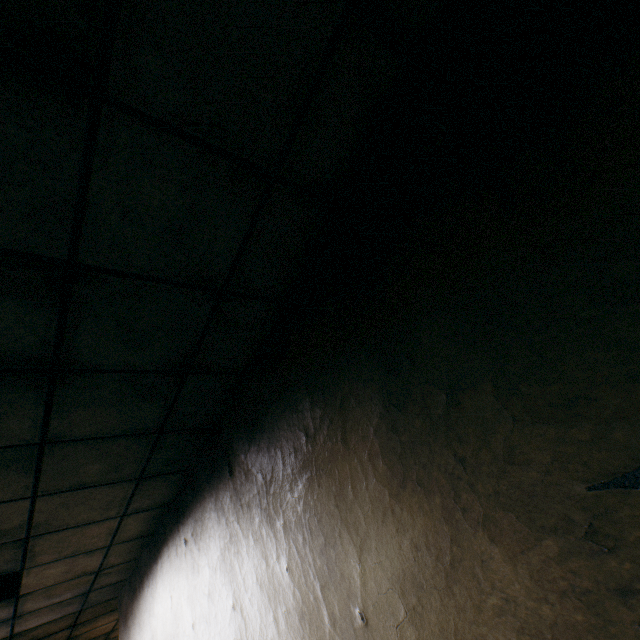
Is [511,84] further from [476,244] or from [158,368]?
[158,368]
